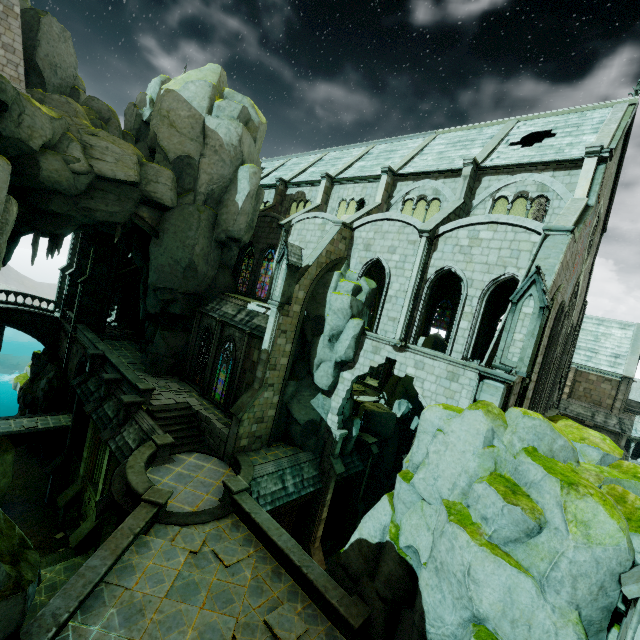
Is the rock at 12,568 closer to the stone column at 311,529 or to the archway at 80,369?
the archway at 80,369

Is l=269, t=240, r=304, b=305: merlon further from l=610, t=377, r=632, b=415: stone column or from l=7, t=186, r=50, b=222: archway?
l=610, t=377, r=632, b=415: stone column

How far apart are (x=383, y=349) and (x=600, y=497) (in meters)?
11.59

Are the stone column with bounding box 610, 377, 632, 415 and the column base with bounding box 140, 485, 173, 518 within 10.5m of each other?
no

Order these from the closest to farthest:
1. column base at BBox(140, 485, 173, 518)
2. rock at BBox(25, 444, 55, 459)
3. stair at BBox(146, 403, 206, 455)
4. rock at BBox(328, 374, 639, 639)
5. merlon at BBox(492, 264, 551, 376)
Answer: rock at BBox(328, 374, 639, 639), merlon at BBox(492, 264, 551, 376), column base at BBox(140, 485, 173, 518), stair at BBox(146, 403, 206, 455), rock at BBox(25, 444, 55, 459)

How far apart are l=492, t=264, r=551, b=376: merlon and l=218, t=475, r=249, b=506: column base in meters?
12.1 m

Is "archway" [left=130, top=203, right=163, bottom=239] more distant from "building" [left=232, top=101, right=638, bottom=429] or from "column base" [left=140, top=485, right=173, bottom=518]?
"column base" [left=140, top=485, right=173, bottom=518]

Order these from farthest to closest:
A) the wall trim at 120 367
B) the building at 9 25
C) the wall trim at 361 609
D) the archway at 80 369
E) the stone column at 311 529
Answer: the archway at 80 369
the wall trim at 120 367
the stone column at 311 529
the building at 9 25
the wall trim at 361 609
